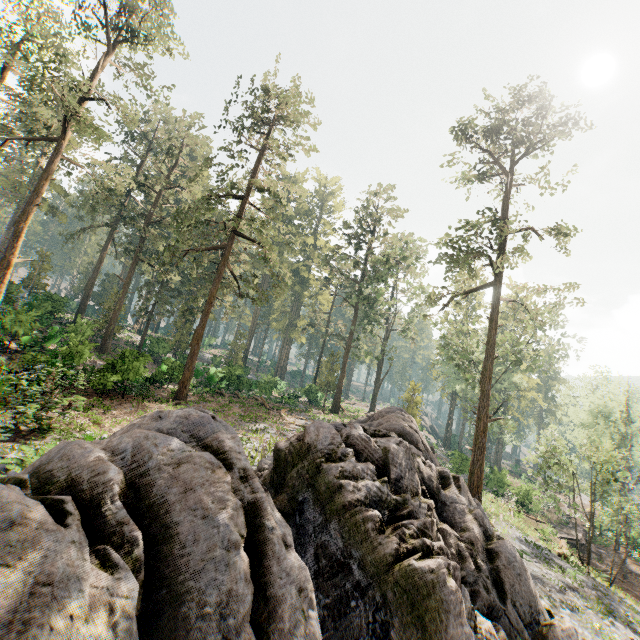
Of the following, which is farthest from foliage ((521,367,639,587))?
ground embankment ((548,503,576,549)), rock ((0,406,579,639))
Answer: ground embankment ((548,503,576,549))

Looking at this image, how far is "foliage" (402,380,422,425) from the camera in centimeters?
3622cm

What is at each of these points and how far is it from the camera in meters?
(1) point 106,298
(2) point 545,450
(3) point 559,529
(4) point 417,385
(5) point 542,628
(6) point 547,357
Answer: (1) foliage, 52.2
(2) foliage, 24.5
(3) ground embankment, 32.3
(4) foliage, 37.1
(5) rock, 10.4
(6) foliage, 30.1

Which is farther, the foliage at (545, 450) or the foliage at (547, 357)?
the foliage at (547, 357)

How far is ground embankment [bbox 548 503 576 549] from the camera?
30.2m

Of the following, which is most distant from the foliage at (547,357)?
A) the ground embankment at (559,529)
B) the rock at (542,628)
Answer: the ground embankment at (559,529)

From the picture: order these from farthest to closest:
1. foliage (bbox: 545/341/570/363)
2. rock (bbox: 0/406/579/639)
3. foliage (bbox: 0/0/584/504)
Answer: foliage (bbox: 545/341/570/363) → foliage (bbox: 0/0/584/504) → rock (bbox: 0/406/579/639)

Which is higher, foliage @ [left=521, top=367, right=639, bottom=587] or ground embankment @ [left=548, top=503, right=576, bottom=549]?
foliage @ [left=521, top=367, right=639, bottom=587]
